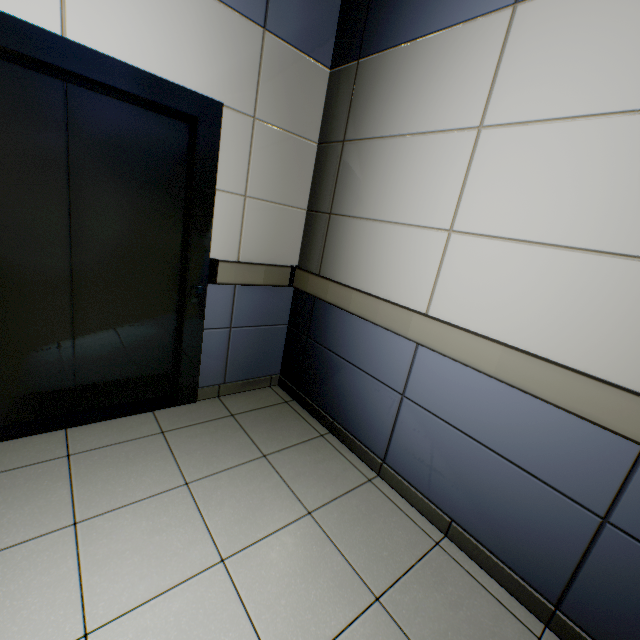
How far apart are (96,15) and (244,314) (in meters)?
1.83
